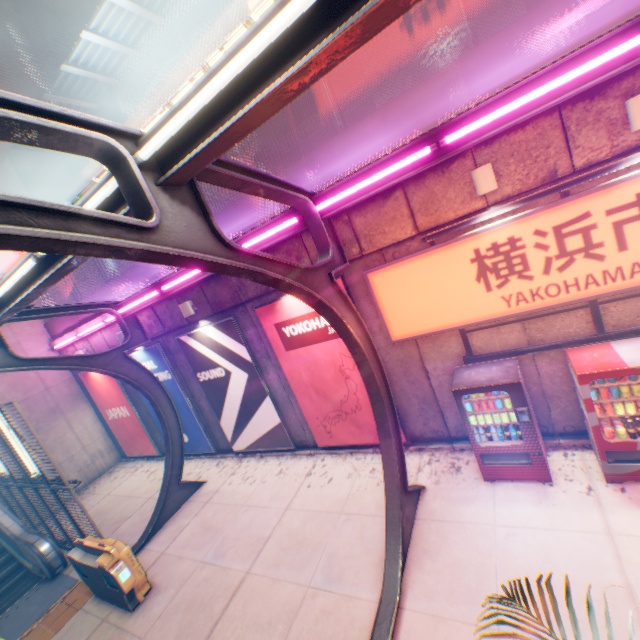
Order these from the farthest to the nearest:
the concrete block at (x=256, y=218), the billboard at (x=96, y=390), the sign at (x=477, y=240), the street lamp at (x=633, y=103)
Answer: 1. the billboard at (x=96, y=390)
2. the concrete block at (x=256, y=218)
3. the sign at (x=477, y=240)
4. the street lamp at (x=633, y=103)

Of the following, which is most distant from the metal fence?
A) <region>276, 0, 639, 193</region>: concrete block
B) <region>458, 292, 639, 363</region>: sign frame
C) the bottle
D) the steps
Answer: the bottle

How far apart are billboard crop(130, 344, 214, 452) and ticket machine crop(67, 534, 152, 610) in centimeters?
408cm

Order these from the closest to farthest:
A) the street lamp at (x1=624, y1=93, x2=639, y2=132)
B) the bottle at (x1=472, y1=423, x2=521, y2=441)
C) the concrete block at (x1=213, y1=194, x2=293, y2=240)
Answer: the street lamp at (x1=624, y1=93, x2=639, y2=132) → the bottle at (x1=472, y1=423, x2=521, y2=441) → the concrete block at (x1=213, y1=194, x2=293, y2=240)

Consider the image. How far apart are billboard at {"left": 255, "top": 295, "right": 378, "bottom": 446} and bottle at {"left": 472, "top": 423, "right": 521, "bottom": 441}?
1.8m

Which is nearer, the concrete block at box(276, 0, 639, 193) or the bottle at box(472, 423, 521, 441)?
the concrete block at box(276, 0, 639, 193)

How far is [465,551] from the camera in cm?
511

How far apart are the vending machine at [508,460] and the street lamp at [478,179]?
3.0m
